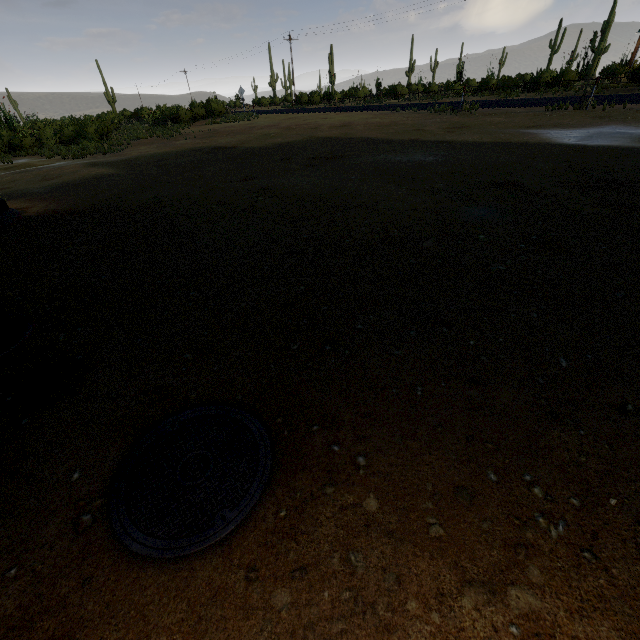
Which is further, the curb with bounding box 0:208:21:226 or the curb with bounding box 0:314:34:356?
the curb with bounding box 0:208:21:226

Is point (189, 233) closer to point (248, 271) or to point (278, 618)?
point (248, 271)

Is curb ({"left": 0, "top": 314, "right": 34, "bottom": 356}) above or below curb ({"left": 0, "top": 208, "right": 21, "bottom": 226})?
below

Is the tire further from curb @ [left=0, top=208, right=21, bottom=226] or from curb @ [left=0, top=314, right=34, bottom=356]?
curb @ [left=0, top=208, right=21, bottom=226]

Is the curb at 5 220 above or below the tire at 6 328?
below

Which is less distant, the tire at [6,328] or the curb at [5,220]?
the tire at [6,328]

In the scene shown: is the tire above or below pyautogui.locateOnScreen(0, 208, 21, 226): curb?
above
